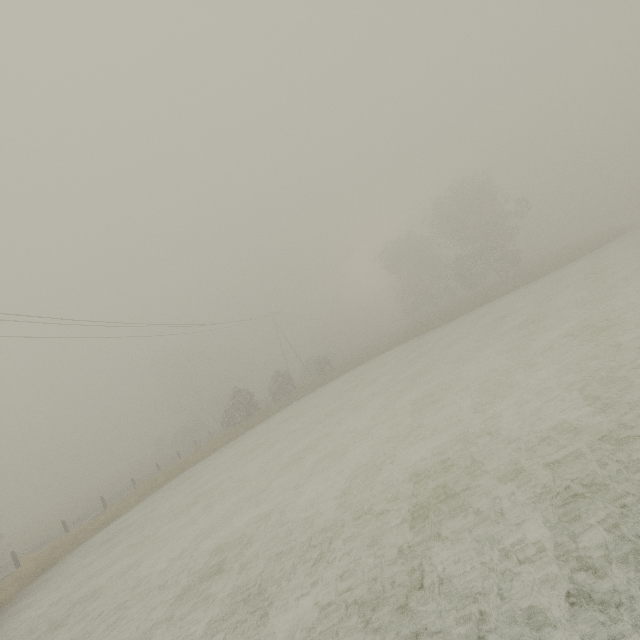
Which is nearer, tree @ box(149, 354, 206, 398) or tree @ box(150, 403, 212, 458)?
tree @ box(150, 403, 212, 458)

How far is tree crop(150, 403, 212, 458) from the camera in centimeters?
4750cm

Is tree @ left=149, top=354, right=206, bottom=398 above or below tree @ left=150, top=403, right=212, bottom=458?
above

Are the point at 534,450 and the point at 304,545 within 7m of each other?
yes

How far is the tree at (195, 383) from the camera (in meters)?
57.99

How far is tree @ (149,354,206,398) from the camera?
57.99m

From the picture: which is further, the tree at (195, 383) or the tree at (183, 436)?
the tree at (195, 383)
